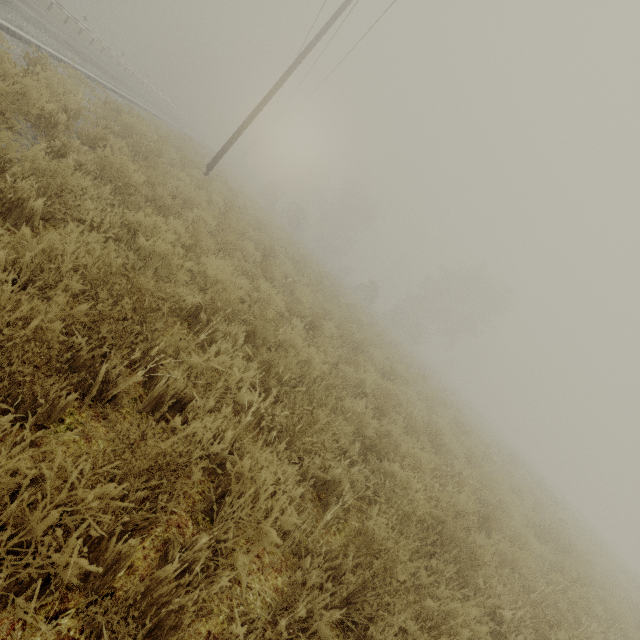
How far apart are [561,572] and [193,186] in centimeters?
1215cm

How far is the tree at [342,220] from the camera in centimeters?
5397cm

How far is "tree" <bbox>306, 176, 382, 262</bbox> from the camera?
54.0 meters
